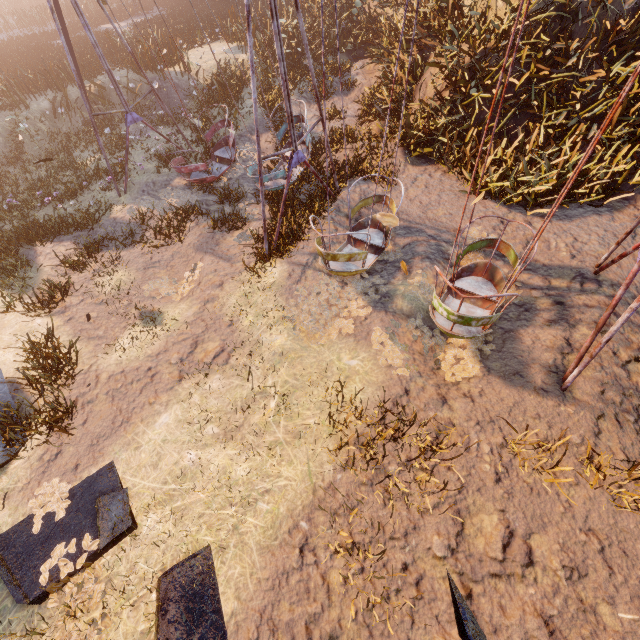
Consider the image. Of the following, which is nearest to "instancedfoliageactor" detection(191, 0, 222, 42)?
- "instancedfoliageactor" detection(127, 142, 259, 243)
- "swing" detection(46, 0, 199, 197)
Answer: "swing" detection(46, 0, 199, 197)

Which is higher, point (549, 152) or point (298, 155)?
point (298, 155)

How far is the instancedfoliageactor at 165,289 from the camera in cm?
729

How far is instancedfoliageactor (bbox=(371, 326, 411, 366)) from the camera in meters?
5.5

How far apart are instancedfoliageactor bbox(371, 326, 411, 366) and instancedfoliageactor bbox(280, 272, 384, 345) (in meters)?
0.41

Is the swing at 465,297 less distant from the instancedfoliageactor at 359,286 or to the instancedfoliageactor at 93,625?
the instancedfoliageactor at 359,286

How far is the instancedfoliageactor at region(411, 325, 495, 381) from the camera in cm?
557

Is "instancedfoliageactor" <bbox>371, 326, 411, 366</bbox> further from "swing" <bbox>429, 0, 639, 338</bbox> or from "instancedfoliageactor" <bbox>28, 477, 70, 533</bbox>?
"instancedfoliageactor" <bbox>28, 477, 70, 533</bbox>
